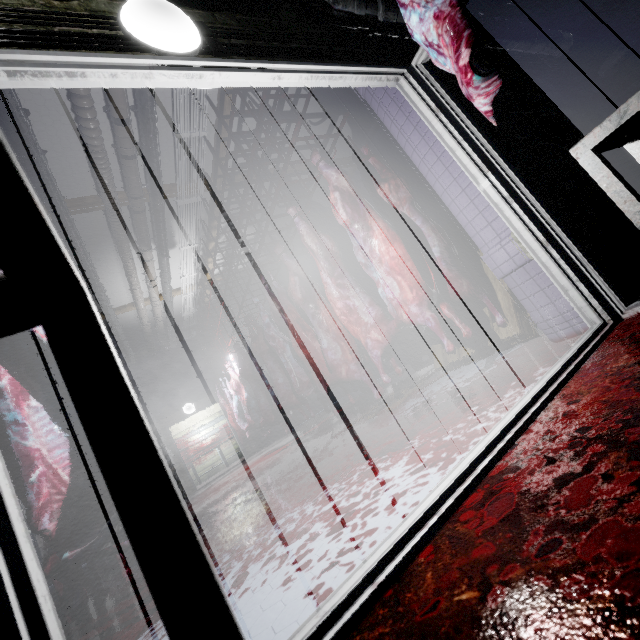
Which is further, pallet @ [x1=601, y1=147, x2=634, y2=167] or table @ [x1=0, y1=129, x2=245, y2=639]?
pallet @ [x1=601, y1=147, x2=634, y2=167]

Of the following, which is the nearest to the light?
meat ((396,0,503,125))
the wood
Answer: meat ((396,0,503,125))

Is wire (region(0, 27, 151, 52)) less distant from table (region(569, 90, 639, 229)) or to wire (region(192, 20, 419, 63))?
wire (region(192, 20, 419, 63))

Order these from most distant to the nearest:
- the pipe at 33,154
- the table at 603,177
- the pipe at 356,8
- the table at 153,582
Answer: the pipe at 33,154, the pipe at 356,8, the table at 603,177, the table at 153,582

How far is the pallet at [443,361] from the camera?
2.5 meters

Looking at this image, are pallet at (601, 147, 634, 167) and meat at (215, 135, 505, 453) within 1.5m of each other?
no

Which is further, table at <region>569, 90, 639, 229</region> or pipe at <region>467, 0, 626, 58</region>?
pipe at <region>467, 0, 626, 58</region>

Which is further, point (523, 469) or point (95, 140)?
point (95, 140)
